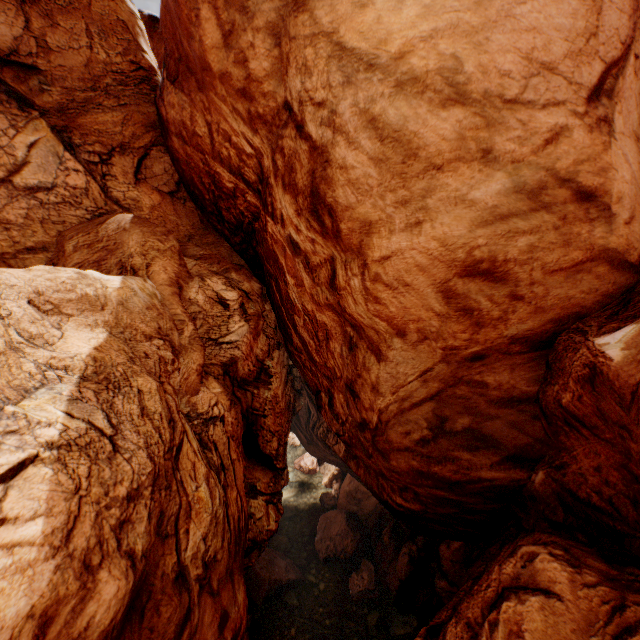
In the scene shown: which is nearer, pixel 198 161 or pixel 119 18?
pixel 198 161
